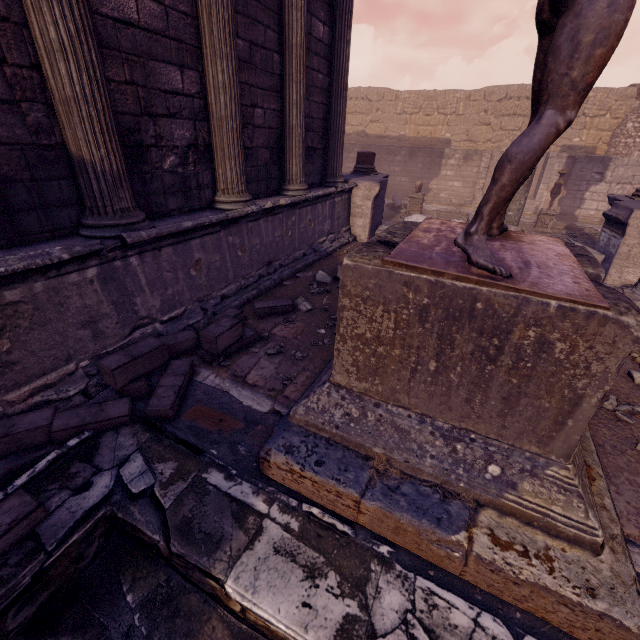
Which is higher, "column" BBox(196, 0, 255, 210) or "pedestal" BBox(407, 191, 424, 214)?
"column" BBox(196, 0, 255, 210)

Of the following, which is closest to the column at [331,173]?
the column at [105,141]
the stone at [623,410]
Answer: the column at [105,141]

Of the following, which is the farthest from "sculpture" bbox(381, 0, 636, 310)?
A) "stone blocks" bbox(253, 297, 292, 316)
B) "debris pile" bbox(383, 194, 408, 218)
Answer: "debris pile" bbox(383, 194, 408, 218)

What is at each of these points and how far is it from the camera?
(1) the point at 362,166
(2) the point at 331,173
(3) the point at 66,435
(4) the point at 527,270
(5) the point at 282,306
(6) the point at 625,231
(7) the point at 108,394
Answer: (1) column base, 8.94m
(2) column, 7.07m
(3) stone blocks, 2.25m
(4) sculpture, 1.61m
(5) stone blocks, 4.06m
(6) relief sculpture, 5.82m
(7) pool, 2.74m

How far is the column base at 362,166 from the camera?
8.85m

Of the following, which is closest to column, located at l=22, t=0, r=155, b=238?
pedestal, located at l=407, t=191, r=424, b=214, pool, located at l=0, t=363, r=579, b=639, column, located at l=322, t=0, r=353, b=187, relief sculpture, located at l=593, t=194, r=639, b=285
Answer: pool, located at l=0, t=363, r=579, b=639

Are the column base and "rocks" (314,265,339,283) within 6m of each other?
yes

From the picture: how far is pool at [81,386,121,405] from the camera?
2.7m
